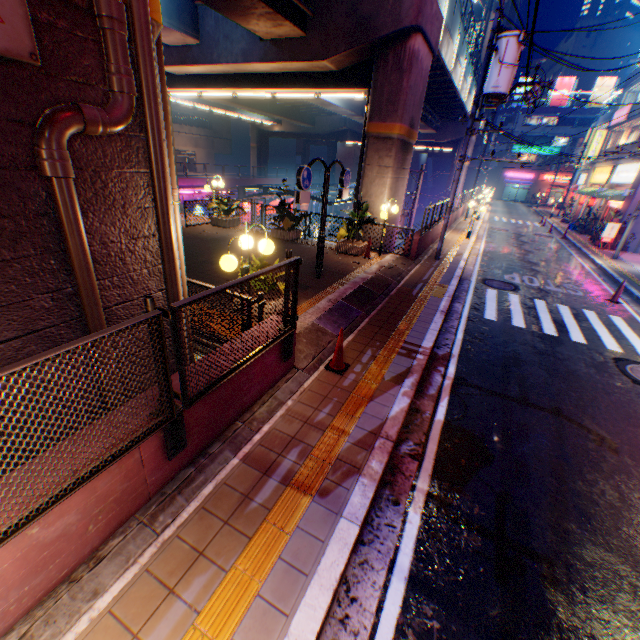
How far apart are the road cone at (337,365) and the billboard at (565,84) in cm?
7709

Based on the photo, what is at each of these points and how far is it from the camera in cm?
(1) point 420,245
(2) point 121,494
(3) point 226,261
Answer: (1) concrete block, 1422
(2) concrete block, 312
(3) street lamp, 518

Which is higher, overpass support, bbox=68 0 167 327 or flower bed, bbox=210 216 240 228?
overpass support, bbox=68 0 167 327

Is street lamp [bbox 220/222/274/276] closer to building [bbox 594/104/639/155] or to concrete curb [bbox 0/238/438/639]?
concrete curb [bbox 0/238/438/639]

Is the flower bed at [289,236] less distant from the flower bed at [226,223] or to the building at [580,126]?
the flower bed at [226,223]

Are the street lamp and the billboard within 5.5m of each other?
no

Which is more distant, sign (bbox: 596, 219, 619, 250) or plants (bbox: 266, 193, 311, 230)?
sign (bbox: 596, 219, 619, 250)

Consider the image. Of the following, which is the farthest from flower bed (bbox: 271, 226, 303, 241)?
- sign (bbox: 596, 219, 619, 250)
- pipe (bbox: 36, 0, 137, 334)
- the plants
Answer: sign (bbox: 596, 219, 619, 250)
